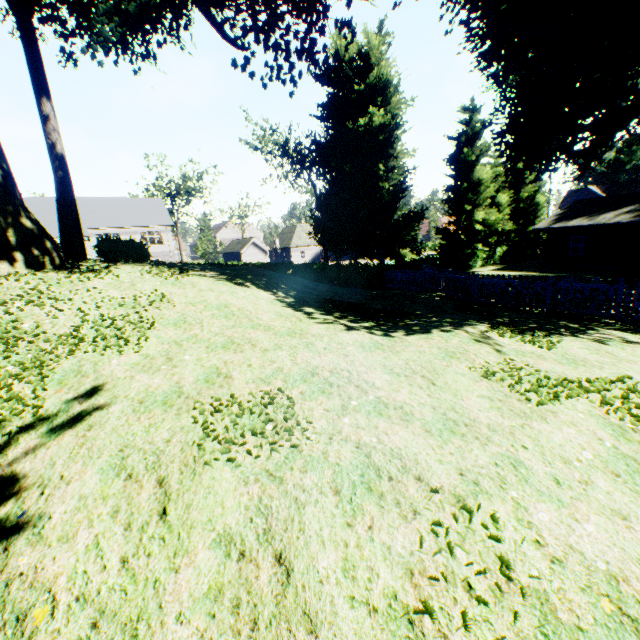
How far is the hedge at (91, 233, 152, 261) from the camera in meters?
14.6 m

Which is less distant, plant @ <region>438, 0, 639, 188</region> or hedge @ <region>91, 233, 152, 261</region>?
plant @ <region>438, 0, 639, 188</region>

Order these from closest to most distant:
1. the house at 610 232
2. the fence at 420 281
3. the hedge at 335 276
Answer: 1. the fence at 420 281
2. the house at 610 232
3. the hedge at 335 276

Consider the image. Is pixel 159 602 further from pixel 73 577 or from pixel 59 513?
pixel 59 513

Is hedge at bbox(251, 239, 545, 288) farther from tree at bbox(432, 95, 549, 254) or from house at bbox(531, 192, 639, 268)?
house at bbox(531, 192, 639, 268)

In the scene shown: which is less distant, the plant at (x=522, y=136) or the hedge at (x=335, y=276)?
the plant at (x=522, y=136)

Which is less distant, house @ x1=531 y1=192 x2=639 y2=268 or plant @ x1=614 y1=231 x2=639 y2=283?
plant @ x1=614 y1=231 x2=639 y2=283

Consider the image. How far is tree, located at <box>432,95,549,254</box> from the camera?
32.1 meters
